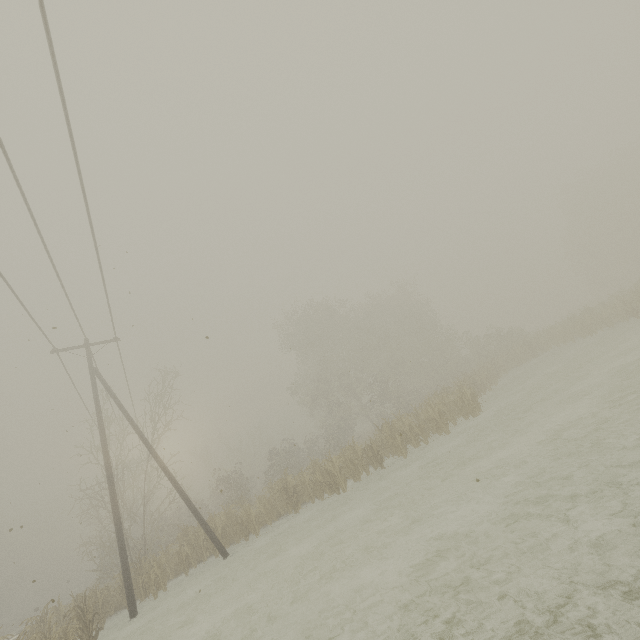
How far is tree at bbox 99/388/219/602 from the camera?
15.03m

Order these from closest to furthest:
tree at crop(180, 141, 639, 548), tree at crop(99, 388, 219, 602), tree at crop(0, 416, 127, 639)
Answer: tree at crop(0, 416, 127, 639) < tree at crop(99, 388, 219, 602) < tree at crop(180, 141, 639, 548)

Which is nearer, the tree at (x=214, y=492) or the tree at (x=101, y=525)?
the tree at (x=101, y=525)

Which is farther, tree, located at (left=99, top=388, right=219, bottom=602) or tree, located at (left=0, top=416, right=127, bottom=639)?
tree, located at (left=99, top=388, right=219, bottom=602)

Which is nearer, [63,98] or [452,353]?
[63,98]

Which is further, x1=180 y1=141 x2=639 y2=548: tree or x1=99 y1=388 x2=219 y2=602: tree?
x1=180 y1=141 x2=639 y2=548: tree

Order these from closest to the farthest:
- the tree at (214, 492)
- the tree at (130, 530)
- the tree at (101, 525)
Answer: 1. the tree at (101, 525)
2. the tree at (130, 530)
3. the tree at (214, 492)
